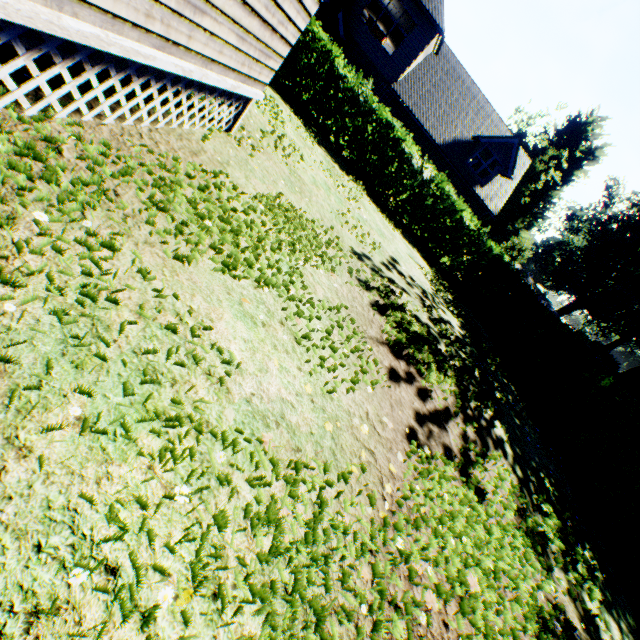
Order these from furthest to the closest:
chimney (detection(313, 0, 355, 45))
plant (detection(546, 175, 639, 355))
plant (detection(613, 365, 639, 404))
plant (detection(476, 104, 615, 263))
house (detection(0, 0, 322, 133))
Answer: plant (detection(546, 175, 639, 355))
plant (detection(476, 104, 615, 263))
plant (detection(613, 365, 639, 404))
chimney (detection(313, 0, 355, 45))
house (detection(0, 0, 322, 133))

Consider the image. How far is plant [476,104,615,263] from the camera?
40.78m

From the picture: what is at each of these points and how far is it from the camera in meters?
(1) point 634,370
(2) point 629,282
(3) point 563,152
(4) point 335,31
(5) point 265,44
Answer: (1) plant, 23.4
(2) plant, 40.9
(3) plant, 46.8
(4) chimney, 18.4
(5) house, 4.7

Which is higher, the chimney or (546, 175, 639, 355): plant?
(546, 175, 639, 355): plant

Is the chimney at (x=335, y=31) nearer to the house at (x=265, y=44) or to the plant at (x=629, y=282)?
the house at (x=265, y=44)

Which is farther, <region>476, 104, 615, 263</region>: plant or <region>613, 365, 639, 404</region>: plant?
<region>476, 104, 615, 263</region>: plant

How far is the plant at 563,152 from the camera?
40.78m

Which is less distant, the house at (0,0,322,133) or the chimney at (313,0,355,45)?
the house at (0,0,322,133)
